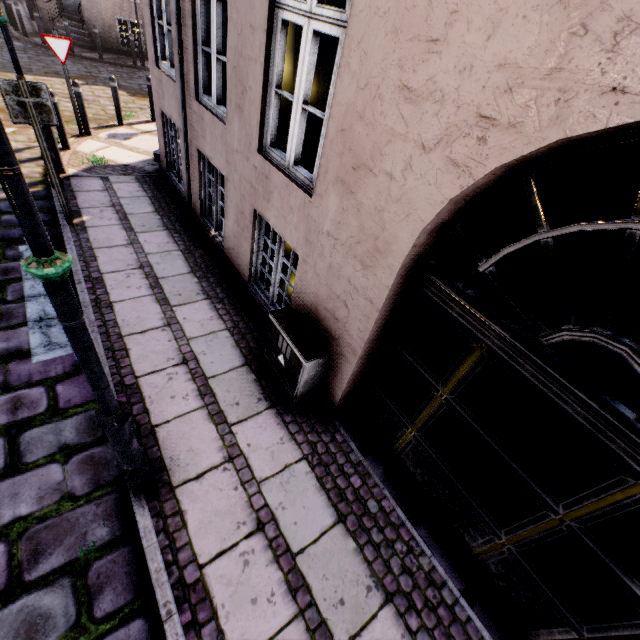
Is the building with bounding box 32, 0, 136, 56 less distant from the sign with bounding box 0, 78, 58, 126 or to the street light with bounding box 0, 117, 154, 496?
the street light with bounding box 0, 117, 154, 496

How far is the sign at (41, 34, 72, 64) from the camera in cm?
657

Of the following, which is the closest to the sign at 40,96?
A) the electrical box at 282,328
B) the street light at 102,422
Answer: the street light at 102,422

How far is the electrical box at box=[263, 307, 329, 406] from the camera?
3.27m

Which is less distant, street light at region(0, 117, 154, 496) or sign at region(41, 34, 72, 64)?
street light at region(0, 117, 154, 496)

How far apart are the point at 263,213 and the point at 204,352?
1.9m

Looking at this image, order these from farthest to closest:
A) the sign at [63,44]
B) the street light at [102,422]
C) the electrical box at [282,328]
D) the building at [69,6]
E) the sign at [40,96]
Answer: the building at [69,6] → the sign at [63,44] → the sign at [40,96] → the electrical box at [282,328] → the street light at [102,422]

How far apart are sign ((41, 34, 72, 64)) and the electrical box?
8.1m
